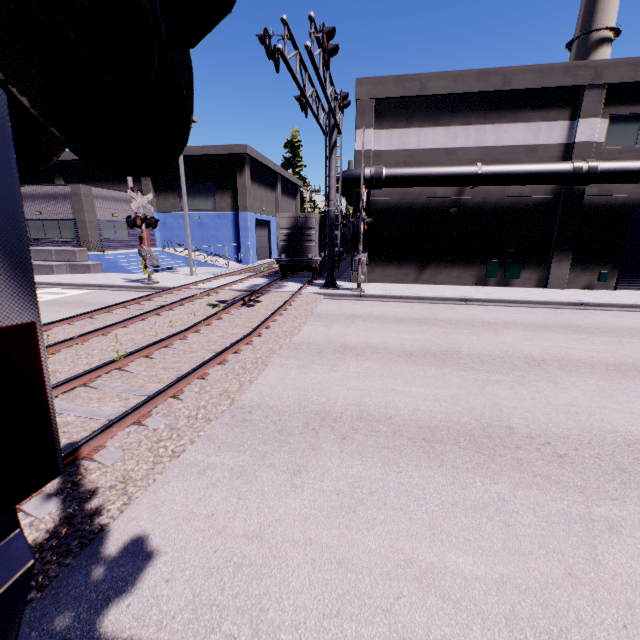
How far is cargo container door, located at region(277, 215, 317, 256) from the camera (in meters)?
19.33

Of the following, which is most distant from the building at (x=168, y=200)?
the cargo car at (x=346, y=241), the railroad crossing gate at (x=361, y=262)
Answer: the railroad crossing gate at (x=361, y=262)

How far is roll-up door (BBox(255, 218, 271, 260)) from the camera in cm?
3531

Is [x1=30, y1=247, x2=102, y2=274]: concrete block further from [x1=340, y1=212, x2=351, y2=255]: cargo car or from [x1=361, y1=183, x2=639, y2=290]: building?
[x1=340, y1=212, x2=351, y2=255]: cargo car

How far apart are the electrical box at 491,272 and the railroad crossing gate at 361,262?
7.3 meters

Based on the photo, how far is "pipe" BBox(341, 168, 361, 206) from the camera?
17.22m

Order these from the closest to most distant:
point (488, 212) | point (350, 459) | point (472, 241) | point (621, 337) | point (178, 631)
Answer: point (178, 631) < point (350, 459) < point (621, 337) < point (488, 212) < point (472, 241)

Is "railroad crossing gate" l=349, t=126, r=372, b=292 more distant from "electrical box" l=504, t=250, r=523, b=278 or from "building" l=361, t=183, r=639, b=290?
"electrical box" l=504, t=250, r=523, b=278
